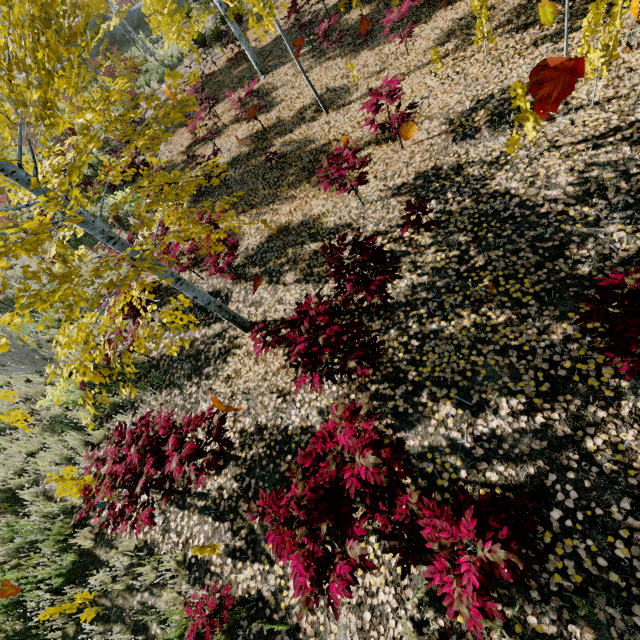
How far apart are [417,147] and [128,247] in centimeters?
502cm

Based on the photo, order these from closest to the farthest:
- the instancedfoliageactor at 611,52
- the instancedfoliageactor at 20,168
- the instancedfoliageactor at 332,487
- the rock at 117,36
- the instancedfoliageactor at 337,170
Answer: the instancedfoliageactor at 332,487 < the instancedfoliageactor at 20,168 < the instancedfoliageactor at 611,52 < the instancedfoliageactor at 337,170 < the rock at 117,36

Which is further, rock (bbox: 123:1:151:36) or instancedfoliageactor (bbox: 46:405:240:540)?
rock (bbox: 123:1:151:36)

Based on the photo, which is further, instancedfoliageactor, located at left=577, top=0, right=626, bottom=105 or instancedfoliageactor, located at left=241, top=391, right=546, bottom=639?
instancedfoliageactor, located at left=577, top=0, right=626, bottom=105

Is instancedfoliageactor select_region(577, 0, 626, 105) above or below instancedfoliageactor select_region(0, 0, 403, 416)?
below

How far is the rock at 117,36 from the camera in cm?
2346

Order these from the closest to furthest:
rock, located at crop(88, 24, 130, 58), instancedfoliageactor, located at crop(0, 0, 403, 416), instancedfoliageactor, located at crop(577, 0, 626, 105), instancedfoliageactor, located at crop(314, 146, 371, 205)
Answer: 1. instancedfoliageactor, located at crop(0, 0, 403, 416)
2. instancedfoliageactor, located at crop(577, 0, 626, 105)
3. instancedfoliageactor, located at crop(314, 146, 371, 205)
4. rock, located at crop(88, 24, 130, 58)
